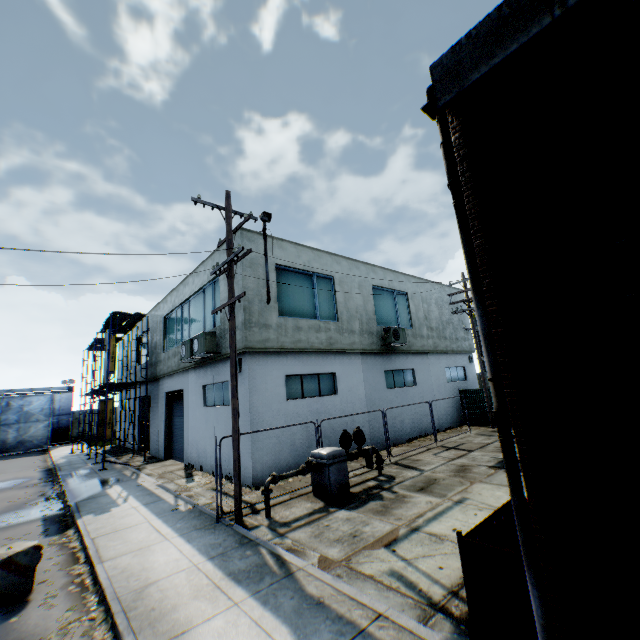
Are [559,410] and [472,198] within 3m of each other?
yes

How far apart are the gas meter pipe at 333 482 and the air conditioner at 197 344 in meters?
5.7

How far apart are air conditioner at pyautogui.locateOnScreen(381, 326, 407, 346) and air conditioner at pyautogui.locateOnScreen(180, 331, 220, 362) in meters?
8.3 m

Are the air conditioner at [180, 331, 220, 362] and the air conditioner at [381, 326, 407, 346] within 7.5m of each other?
no

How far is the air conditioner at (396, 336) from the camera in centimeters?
1702cm

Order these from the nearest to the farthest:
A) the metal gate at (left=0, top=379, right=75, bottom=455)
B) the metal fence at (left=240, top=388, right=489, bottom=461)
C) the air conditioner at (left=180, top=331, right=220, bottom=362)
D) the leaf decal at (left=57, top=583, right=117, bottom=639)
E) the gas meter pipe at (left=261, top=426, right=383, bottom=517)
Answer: the leaf decal at (left=57, top=583, right=117, bottom=639) < the gas meter pipe at (left=261, top=426, right=383, bottom=517) < the metal fence at (left=240, top=388, right=489, bottom=461) < the air conditioner at (left=180, top=331, right=220, bottom=362) < the metal gate at (left=0, top=379, right=75, bottom=455)

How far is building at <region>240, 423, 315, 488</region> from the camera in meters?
11.5 m

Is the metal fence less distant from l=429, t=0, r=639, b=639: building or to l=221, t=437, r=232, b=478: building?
l=429, t=0, r=639, b=639: building
